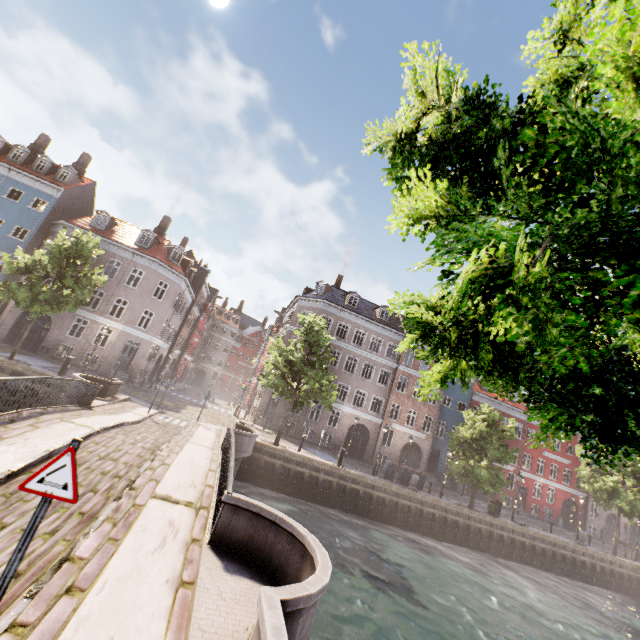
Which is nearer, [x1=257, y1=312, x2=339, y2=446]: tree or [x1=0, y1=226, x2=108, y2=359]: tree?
[x1=0, y1=226, x2=108, y2=359]: tree

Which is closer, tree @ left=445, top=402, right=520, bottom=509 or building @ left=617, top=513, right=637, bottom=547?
tree @ left=445, top=402, right=520, bottom=509

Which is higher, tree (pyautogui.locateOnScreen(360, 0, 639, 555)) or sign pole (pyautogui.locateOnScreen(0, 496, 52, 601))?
tree (pyautogui.locateOnScreen(360, 0, 639, 555))

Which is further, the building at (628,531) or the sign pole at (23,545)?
the building at (628,531)

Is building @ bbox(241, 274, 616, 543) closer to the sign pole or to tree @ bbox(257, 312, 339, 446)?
tree @ bbox(257, 312, 339, 446)

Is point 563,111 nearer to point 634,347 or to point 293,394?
point 634,347

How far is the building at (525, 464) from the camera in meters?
32.4 m
